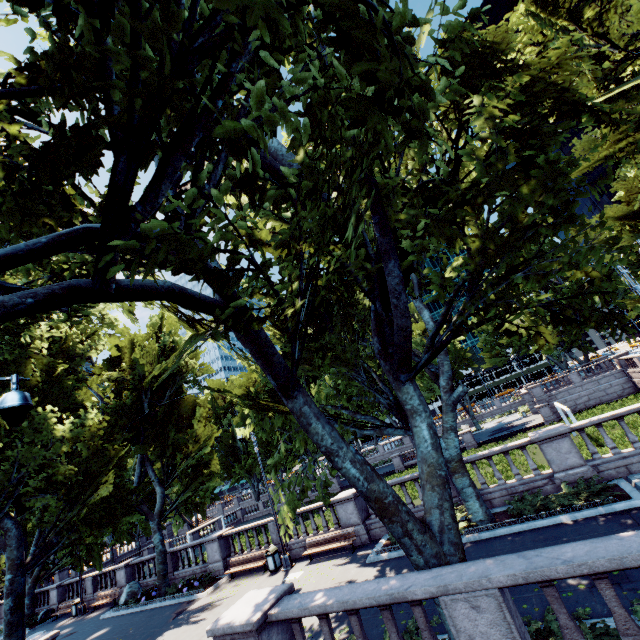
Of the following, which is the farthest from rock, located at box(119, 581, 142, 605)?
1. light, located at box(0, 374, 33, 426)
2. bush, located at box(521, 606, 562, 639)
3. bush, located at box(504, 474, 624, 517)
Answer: bush, located at box(521, 606, 562, 639)

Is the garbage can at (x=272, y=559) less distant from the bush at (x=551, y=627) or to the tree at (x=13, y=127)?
the tree at (x=13, y=127)

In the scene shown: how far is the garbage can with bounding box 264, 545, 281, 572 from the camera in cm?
1660

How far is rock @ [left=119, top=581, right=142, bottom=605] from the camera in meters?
20.9 m

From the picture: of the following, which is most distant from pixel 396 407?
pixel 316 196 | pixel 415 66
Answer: pixel 415 66

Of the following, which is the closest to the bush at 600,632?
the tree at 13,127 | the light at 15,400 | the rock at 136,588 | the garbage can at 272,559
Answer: the tree at 13,127

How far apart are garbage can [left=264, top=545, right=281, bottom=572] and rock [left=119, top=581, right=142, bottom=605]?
11.22m

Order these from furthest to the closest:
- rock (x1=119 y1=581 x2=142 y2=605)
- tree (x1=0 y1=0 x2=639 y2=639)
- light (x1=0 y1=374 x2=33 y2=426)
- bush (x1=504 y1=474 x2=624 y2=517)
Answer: rock (x1=119 y1=581 x2=142 y2=605) → bush (x1=504 y1=474 x2=624 y2=517) → light (x1=0 y1=374 x2=33 y2=426) → tree (x1=0 y1=0 x2=639 y2=639)
